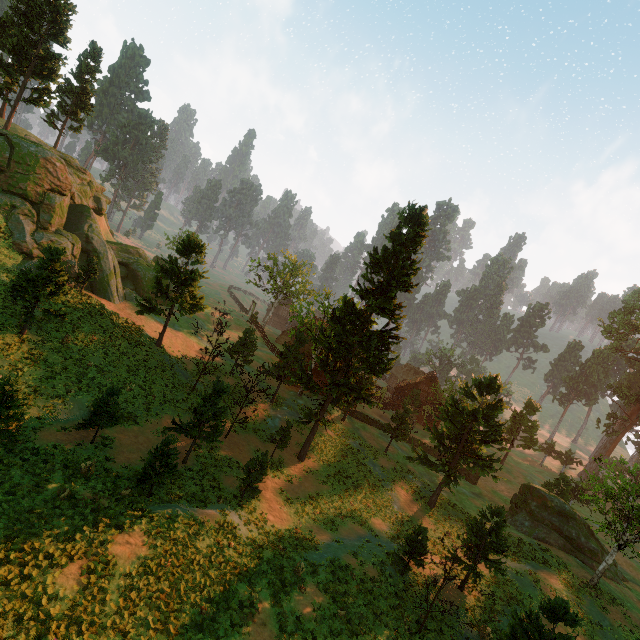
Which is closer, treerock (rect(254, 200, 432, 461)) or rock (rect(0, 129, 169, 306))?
treerock (rect(254, 200, 432, 461))

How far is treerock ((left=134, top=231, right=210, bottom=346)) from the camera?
28.77m

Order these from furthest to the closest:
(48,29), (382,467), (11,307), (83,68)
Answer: (83,68), (382,467), (48,29), (11,307)

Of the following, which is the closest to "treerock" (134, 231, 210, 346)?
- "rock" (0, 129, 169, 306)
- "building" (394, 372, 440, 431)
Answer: "building" (394, 372, 440, 431)

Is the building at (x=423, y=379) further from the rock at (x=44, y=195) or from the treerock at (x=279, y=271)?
the rock at (x=44, y=195)

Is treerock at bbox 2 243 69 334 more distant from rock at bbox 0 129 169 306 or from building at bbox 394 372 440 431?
rock at bbox 0 129 169 306

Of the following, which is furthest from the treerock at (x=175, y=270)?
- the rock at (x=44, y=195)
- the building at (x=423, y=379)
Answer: the rock at (x=44, y=195)
